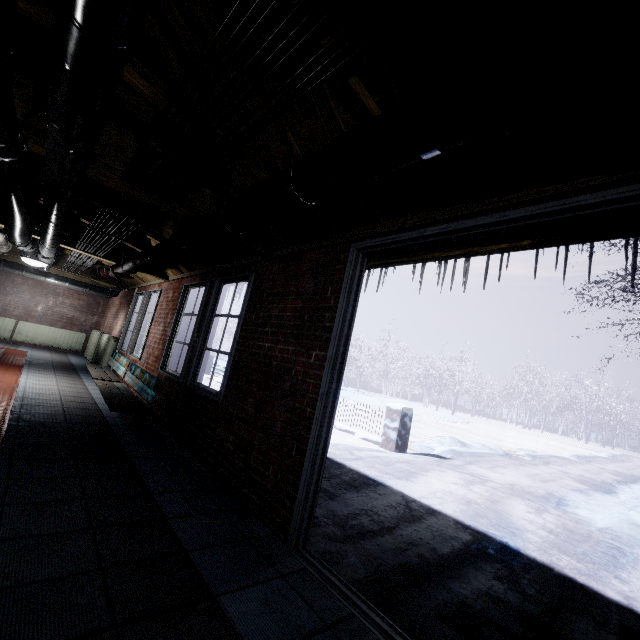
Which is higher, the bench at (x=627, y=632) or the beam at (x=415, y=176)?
the beam at (x=415, y=176)

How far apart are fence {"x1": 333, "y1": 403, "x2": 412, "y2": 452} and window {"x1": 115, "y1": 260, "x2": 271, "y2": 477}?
3.7 meters

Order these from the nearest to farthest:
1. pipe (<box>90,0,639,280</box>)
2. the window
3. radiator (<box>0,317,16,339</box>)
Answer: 1. pipe (<box>90,0,639,280</box>)
2. the window
3. radiator (<box>0,317,16,339</box>)

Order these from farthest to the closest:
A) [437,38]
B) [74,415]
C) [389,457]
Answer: [389,457], [74,415], [437,38]

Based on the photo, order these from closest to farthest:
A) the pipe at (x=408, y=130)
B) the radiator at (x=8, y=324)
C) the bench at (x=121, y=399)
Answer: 1. the pipe at (x=408, y=130)
2. the bench at (x=121, y=399)
3. the radiator at (x=8, y=324)

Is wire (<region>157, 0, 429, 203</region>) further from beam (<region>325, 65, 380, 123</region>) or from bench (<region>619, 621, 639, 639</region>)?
bench (<region>619, 621, 639, 639</region>)

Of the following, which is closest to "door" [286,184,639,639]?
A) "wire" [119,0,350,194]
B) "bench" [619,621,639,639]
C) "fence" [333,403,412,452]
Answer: "bench" [619,621,639,639]

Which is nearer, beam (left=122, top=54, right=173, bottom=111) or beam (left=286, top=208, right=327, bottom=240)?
beam (left=122, top=54, right=173, bottom=111)
